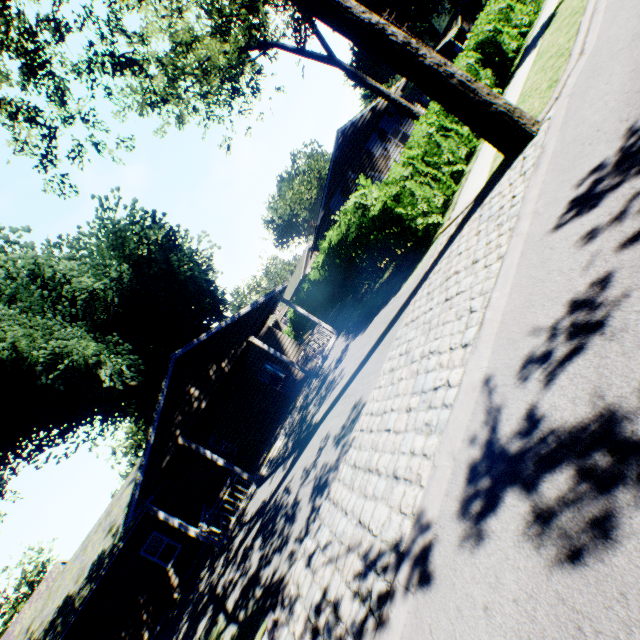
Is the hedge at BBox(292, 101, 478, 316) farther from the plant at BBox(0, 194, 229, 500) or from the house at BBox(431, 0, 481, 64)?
the house at BBox(431, 0, 481, 64)

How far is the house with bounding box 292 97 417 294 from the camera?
23.4m

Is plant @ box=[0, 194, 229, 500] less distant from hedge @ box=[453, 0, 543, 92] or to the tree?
the tree

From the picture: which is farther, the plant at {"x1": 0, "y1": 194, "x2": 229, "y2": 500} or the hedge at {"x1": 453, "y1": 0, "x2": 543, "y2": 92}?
the plant at {"x1": 0, "y1": 194, "x2": 229, "y2": 500}

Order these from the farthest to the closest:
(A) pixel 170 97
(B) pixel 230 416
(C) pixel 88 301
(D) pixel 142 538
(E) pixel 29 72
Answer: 1. (C) pixel 88 301
2. (B) pixel 230 416
3. (D) pixel 142 538
4. (A) pixel 170 97
5. (E) pixel 29 72

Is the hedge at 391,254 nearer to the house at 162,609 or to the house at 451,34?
the house at 162,609

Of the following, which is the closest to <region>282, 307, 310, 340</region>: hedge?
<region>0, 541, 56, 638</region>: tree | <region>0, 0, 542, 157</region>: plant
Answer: <region>0, 0, 542, 157</region>: plant

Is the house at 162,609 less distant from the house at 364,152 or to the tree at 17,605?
the house at 364,152
